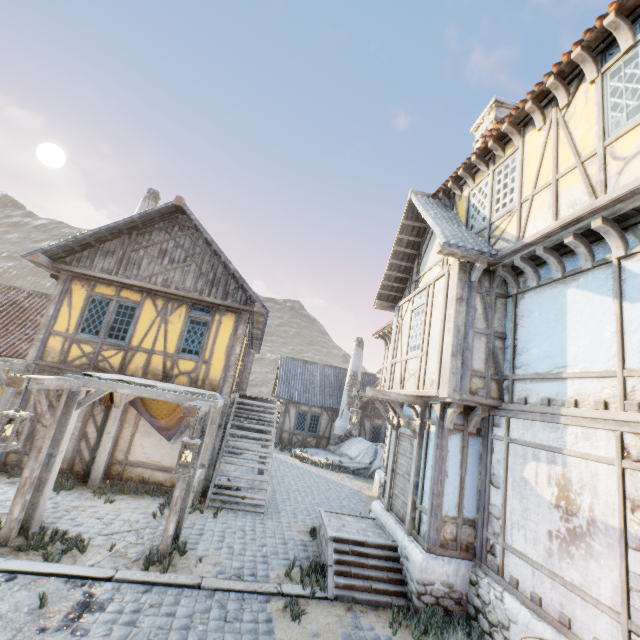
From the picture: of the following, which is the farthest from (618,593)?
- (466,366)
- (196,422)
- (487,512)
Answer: (196,422)

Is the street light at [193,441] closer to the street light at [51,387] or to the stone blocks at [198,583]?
the stone blocks at [198,583]

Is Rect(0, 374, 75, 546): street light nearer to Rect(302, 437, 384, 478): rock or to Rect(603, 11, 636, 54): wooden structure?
Rect(603, 11, 636, 54): wooden structure

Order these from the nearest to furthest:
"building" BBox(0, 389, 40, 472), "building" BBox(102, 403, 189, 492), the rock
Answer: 1. "building" BBox(0, 389, 40, 472)
2. "building" BBox(102, 403, 189, 492)
3. the rock

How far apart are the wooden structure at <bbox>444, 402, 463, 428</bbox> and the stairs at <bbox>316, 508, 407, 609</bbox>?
2.9m

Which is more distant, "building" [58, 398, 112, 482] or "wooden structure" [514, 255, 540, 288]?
"building" [58, 398, 112, 482]

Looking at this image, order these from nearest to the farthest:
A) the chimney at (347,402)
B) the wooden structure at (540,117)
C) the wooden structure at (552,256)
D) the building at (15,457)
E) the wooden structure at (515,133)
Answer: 1. the wooden structure at (552,256)
2. the wooden structure at (540,117)
3. the wooden structure at (515,133)
4. the building at (15,457)
5. the chimney at (347,402)

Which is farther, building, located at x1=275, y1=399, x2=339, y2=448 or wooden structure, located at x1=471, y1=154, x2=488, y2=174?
building, located at x1=275, y1=399, x2=339, y2=448
